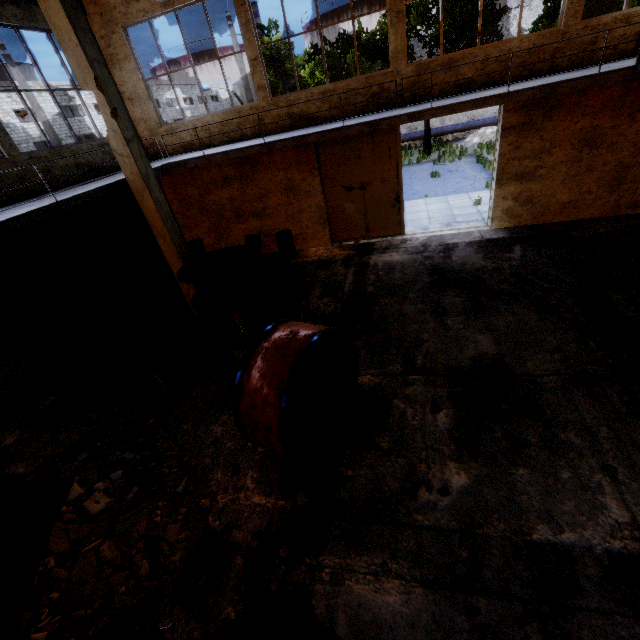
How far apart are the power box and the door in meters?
8.0

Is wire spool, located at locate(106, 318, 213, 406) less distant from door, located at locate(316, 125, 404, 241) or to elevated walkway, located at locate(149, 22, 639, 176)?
elevated walkway, located at locate(149, 22, 639, 176)

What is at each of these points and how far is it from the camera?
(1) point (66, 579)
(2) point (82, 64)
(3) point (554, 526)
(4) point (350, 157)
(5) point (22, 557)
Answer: (1) concrete debris, 4.21m
(2) column, 6.41m
(3) concrete debris, 3.81m
(4) door, 10.78m
(5) cabinet door, 3.82m

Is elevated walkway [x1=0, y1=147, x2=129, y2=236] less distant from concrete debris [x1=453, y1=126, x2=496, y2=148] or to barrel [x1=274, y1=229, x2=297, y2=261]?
barrel [x1=274, y1=229, x2=297, y2=261]

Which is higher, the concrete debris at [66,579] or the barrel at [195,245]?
the barrel at [195,245]

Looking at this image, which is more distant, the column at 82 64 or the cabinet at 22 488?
the column at 82 64

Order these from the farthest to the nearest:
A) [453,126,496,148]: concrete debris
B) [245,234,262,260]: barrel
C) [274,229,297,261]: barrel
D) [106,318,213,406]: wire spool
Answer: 1. [453,126,496,148]: concrete debris
2. [245,234,262,260]: barrel
3. [274,229,297,261]: barrel
4. [106,318,213,406]: wire spool

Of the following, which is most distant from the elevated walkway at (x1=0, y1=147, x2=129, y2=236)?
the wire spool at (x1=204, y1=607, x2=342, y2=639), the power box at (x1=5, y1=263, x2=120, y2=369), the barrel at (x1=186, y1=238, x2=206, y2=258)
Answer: the wire spool at (x1=204, y1=607, x2=342, y2=639)
